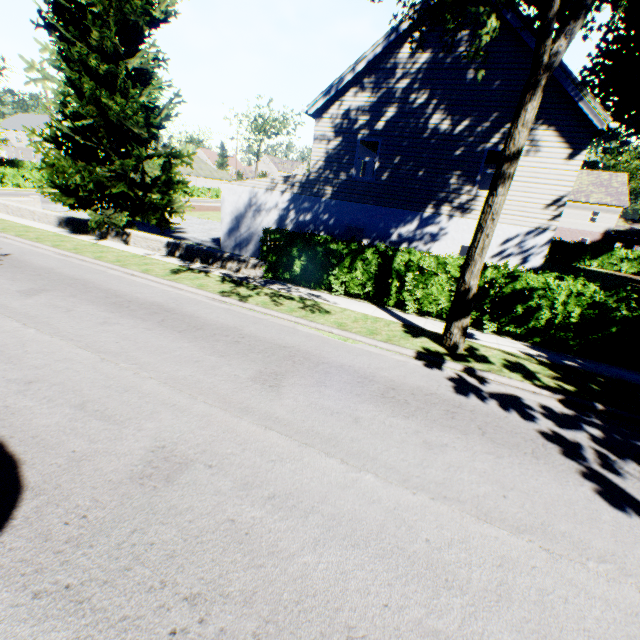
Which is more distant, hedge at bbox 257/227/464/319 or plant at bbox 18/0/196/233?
plant at bbox 18/0/196/233

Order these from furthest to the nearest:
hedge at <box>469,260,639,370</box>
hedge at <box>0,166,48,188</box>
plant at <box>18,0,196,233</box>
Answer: hedge at <box>0,166,48,188</box> → plant at <box>18,0,196,233</box> → hedge at <box>469,260,639,370</box>

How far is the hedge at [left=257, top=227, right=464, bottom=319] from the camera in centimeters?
1094cm

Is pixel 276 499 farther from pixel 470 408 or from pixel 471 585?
pixel 470 408

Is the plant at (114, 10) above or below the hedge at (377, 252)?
above

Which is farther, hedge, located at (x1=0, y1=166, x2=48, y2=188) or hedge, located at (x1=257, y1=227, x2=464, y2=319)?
hedge, located at (x1=0, y1=166, x2=48, y2=188)

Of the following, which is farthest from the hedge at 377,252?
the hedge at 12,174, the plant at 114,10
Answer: the plant at 114,10

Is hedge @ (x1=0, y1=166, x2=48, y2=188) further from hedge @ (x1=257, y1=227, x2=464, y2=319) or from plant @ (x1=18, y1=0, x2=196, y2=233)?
plant @ (x1=18, y1=0, x2=196, y2=233)
